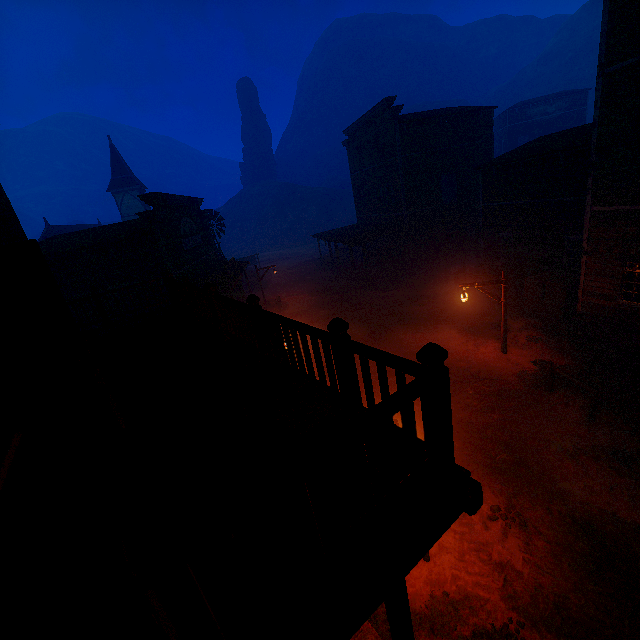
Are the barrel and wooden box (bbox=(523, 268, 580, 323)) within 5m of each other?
yes

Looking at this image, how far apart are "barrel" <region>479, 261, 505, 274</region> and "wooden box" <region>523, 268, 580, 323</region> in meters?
2.1 m

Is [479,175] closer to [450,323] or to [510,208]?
[510,208]

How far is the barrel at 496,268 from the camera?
17.7m

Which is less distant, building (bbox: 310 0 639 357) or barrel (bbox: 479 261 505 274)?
building (bbox: 310 0 639 357)

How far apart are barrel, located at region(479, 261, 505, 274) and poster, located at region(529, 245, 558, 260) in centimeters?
119cm

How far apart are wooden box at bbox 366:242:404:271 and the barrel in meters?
7.5 m

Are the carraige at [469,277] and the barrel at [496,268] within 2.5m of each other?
yes
